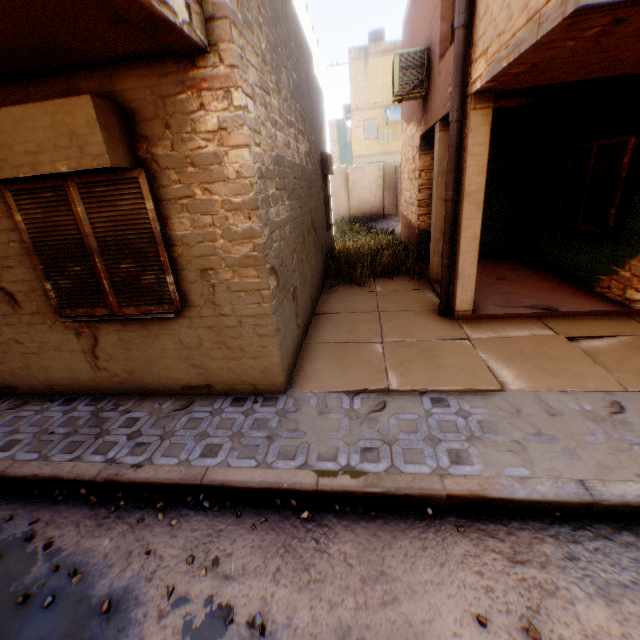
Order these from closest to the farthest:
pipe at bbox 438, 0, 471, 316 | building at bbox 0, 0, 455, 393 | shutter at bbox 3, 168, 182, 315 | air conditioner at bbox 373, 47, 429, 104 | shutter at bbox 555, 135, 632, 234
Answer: building at bbox 0, 0, 455, 393 → shutter at bbox 3, 168, 182, 315 → pipe at bbox 438, 0, 471, 316 → shutter at bbox 555, 135, 632, 234 → air conditioner at bbox 373, 47, 429, 104

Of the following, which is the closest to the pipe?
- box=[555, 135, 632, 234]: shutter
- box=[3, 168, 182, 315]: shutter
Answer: box=[555, 135, 632, 234]: shutter

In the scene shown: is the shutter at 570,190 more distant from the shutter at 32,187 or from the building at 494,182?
the shutter at 32,187

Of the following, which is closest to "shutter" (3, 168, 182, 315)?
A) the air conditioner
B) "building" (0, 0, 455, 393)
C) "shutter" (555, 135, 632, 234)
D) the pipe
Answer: "building" (0, 0, 455, 393)

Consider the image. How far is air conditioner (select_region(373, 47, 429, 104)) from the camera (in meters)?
6.99

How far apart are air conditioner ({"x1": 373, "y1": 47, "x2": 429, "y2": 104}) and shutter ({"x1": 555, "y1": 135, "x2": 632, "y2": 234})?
3.3m

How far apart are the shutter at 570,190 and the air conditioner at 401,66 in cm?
325

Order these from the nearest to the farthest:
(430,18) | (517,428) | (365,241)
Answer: (517,428) → (430,18) → (365,241)
